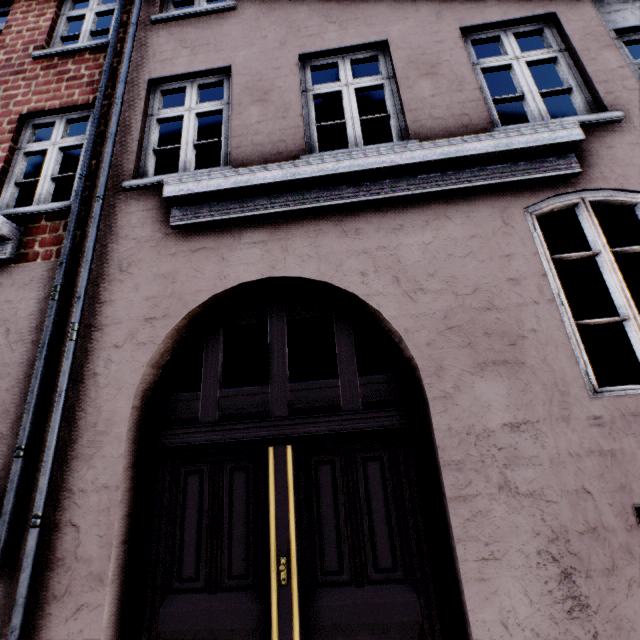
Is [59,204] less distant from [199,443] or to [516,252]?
[199,443]
